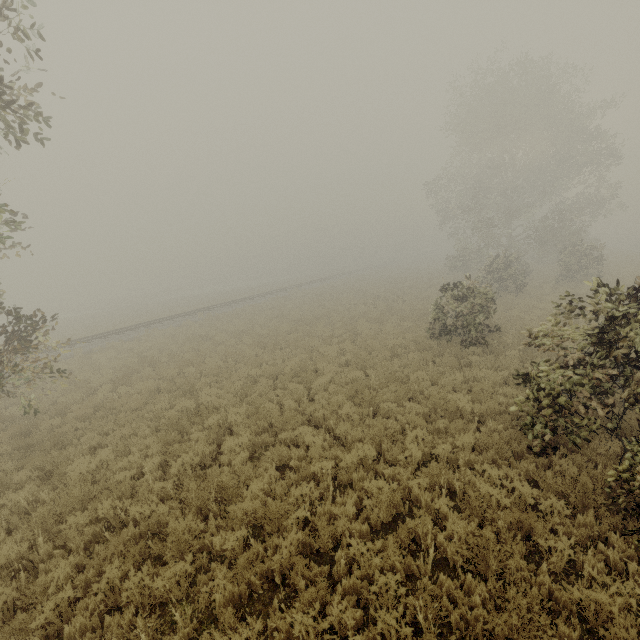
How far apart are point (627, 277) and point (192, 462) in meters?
29.7
